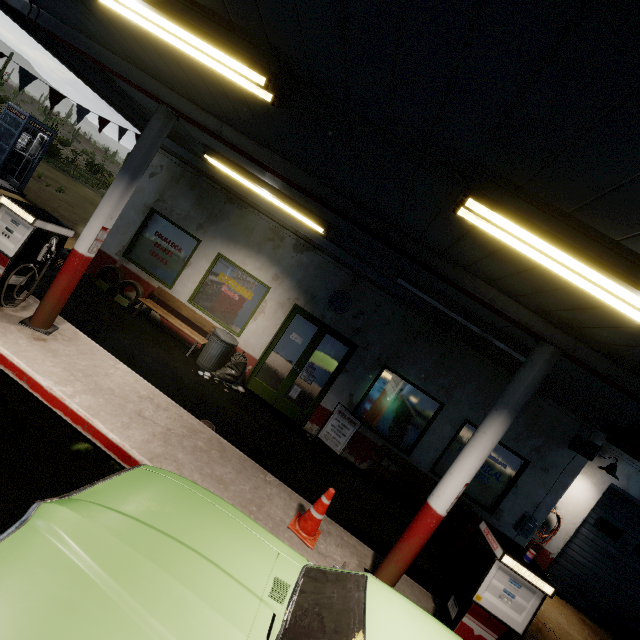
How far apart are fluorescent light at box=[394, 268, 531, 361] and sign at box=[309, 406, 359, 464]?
3.2m

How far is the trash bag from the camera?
7.9 meters

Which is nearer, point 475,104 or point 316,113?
point 475,104

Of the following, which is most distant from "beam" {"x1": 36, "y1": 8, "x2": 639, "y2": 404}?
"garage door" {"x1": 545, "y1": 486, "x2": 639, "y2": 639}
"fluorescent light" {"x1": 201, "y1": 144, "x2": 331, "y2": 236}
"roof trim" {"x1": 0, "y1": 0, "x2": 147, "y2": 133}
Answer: "garage door" {"x1": 545, "y1": 486, "x2": 639, "y2": 639}

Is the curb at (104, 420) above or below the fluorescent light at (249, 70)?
below

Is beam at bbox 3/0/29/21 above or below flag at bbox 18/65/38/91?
above

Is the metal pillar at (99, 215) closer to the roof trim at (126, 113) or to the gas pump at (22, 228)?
the gas pump at (22, 228)

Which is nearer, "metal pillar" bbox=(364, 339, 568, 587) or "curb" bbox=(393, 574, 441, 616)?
"metal pillar" bbox=(364, 339, 568, 587)
